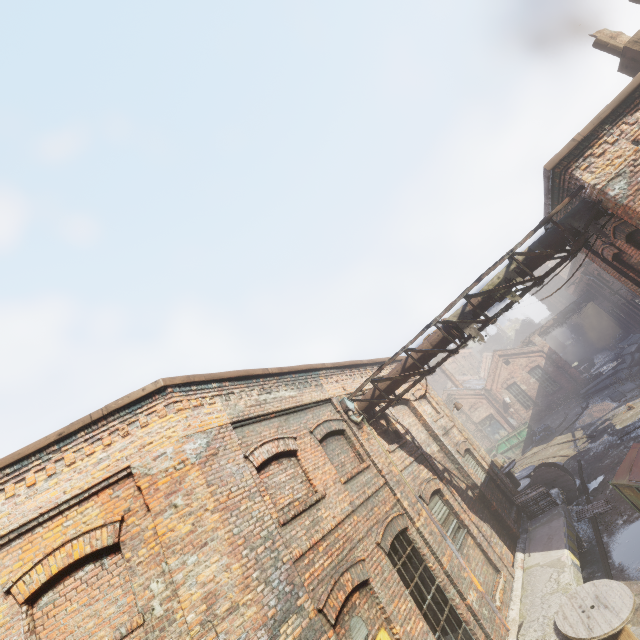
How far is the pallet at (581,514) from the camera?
11.1m

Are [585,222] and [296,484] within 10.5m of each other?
yes

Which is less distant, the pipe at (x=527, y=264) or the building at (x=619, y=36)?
the pipe at (x=527, y=264)

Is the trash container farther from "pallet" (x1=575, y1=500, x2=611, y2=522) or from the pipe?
the pipe

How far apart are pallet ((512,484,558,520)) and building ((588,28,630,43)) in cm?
1295

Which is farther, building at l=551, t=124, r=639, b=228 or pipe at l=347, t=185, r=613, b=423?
pipe at l=347, t=185, r=613, b=423

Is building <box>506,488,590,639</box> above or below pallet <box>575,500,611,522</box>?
above

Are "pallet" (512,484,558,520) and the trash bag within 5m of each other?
no
